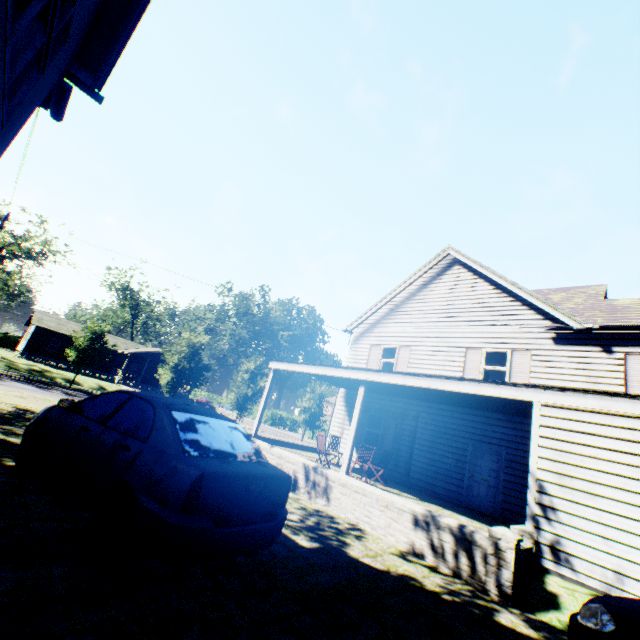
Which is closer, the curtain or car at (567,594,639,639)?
car at (567,594,639,639)

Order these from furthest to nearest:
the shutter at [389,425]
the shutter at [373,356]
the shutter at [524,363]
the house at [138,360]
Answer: the house at [138,360] < the shutter at [373,356] < the shutter at [389,425] < the shutter at [524,363]

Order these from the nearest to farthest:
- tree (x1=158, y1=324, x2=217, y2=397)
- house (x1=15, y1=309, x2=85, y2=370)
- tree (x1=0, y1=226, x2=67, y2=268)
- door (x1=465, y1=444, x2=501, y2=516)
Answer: door (x1=465, y1=444, x2=501, y2=516) < tree (x1=158, y1=324, x2=217, y2=397) < tree (x1=0, y1=226, x2=67, y2=268) < house (x1=15, y1=309, x2=85, y2=370)

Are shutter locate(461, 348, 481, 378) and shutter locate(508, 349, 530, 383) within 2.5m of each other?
yes

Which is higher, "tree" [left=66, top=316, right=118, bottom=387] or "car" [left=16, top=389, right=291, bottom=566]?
"tree" [left=66, top=316, right=118, bottom=387]

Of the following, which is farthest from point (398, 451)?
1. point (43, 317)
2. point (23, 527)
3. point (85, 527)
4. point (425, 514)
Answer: point (43, 317)

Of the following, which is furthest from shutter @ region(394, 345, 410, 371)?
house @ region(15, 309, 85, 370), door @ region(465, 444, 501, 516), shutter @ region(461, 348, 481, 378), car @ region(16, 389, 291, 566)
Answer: house @ region(15, 309, 85, 370)

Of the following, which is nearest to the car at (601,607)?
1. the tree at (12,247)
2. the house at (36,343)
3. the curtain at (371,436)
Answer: the curtain at (371,436)
